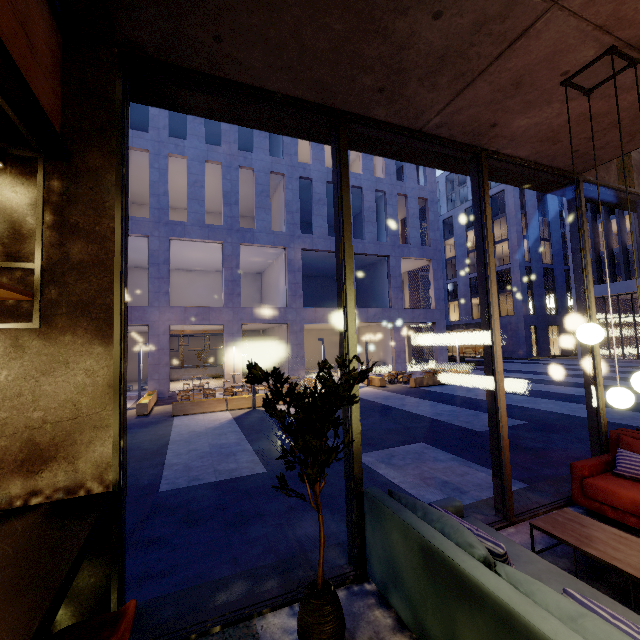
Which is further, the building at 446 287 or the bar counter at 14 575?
the building at 446 287

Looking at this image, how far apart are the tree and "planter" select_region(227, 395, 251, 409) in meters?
11.4

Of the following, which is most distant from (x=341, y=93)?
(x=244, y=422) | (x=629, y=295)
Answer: (x=629, y=295)

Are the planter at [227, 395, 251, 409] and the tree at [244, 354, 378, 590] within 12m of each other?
yes

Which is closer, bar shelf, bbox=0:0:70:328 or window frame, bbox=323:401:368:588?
bar shelf, bbox=0:0:70:328

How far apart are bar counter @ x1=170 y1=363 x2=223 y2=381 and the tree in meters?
23.3

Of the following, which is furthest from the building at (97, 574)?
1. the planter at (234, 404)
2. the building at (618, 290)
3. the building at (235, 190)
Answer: the building at (618, 290)

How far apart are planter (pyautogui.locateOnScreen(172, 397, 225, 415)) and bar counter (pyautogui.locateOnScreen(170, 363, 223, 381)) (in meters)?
11.61
